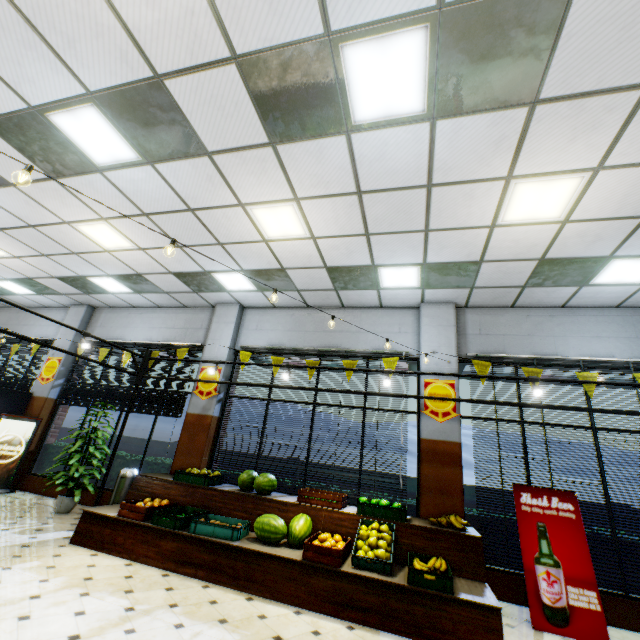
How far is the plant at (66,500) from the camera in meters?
6.4

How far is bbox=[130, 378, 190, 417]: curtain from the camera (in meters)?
7.57

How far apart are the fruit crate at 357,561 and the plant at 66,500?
6.03m

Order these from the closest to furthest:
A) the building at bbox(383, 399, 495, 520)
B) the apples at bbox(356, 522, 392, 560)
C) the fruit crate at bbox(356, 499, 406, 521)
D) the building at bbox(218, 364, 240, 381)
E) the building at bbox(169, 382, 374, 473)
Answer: the apples at bbox(356, 522, 392, 560), the fruit crate at bbox(356, 499, 406, 521), the building at bbox(383, 399, 495, 520), the building at bbox(169, 382, 374, 473), the building at bbox(218, 364, 240, 381)

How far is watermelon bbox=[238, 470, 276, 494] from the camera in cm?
549

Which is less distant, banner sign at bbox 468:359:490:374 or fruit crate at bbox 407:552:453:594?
fruit crate at bbox 407:552:453:594

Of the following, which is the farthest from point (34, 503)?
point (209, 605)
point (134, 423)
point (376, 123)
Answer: point (134, 423)

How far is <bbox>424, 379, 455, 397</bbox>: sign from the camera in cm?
606
